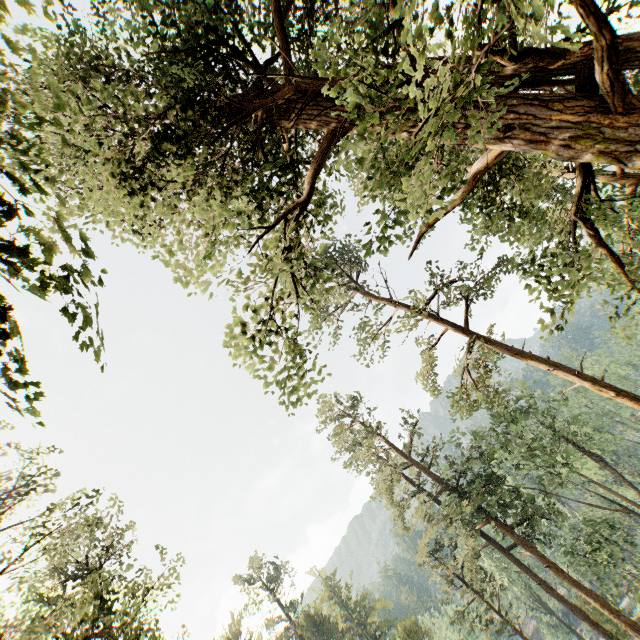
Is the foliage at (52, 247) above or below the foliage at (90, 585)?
below

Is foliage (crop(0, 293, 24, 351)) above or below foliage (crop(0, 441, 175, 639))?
below

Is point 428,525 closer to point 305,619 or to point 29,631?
point 29,631

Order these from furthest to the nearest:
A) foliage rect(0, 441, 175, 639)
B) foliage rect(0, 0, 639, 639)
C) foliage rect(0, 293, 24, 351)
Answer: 1. foliage rect(0, 441, 175, 639)
2. foliage rect(0, 0, 639, 639)
3. foliage rect(0, 293, 24, 351)

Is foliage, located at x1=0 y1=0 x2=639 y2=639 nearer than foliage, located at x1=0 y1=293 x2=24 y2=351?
No

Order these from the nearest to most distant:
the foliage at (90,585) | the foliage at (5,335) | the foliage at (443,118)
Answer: the foliage at (5,335), the foliage at (443,118), the foliage at (90,585)
